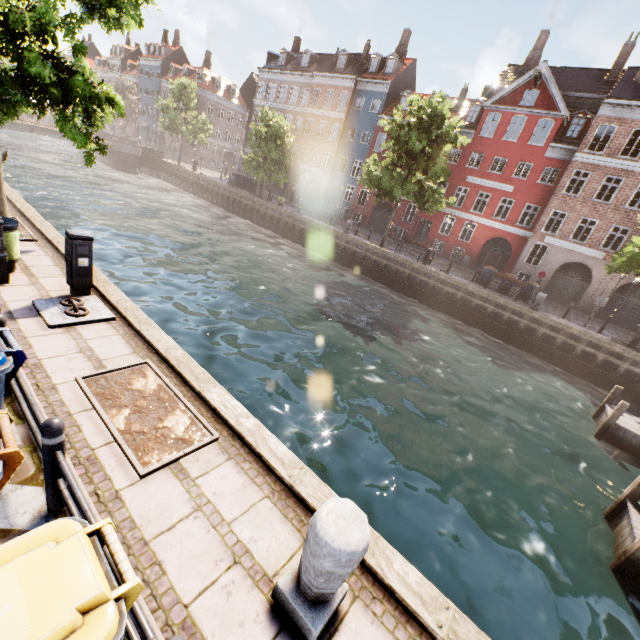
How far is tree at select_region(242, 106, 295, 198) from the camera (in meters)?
29.25

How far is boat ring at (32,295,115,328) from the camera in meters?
5.5 m

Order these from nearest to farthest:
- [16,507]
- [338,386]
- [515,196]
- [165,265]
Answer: [16,507], [338,386], [165,265], [515,196]

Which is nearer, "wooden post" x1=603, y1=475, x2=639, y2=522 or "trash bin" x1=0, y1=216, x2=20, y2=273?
"trash bin" x1=0, y1=216, x2=20, y2=273

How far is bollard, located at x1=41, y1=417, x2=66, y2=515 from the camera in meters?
2.7

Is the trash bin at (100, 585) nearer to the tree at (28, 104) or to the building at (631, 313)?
the tree at (28, 104)

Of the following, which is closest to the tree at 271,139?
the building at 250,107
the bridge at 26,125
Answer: the bridge at 26,125

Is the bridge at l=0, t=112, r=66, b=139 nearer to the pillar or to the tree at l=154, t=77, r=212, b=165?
the tree at l=154, t=77, r=212, b=165
